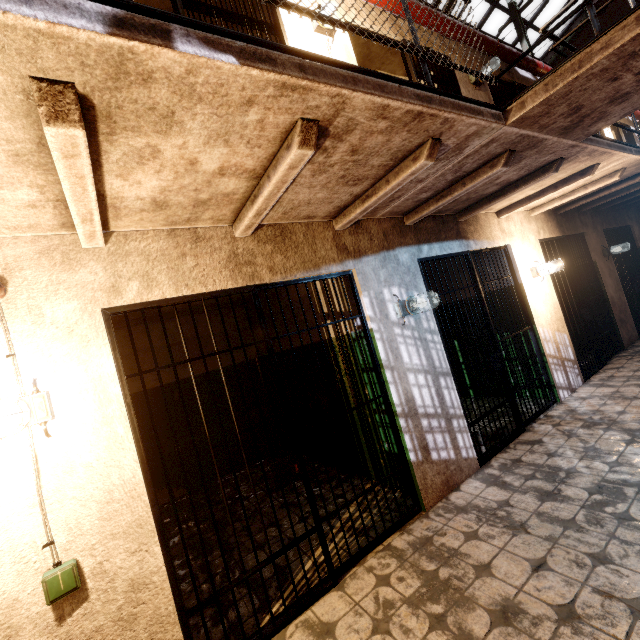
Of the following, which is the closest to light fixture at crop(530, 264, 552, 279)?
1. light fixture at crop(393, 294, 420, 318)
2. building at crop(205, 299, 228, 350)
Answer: light fixture at crop(393, 294, 420, 318)

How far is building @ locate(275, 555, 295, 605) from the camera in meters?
2.4 m

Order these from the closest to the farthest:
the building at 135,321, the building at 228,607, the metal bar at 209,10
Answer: the building at 228,607, the metal bar at 209,10, the building at 135,321

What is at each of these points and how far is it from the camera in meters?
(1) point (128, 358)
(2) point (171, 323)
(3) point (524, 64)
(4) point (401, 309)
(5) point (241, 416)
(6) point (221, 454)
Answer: (1) building, 5.1 m
(2) building, 5.5 m
(3) pipe, 5.7 m
(4) light fixture, 3.2 m
(5) building, 5.8 m
(6) building, 5.5 m

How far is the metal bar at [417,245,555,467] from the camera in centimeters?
363cm

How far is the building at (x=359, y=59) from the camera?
3.30m

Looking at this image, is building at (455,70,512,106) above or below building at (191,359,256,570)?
above
